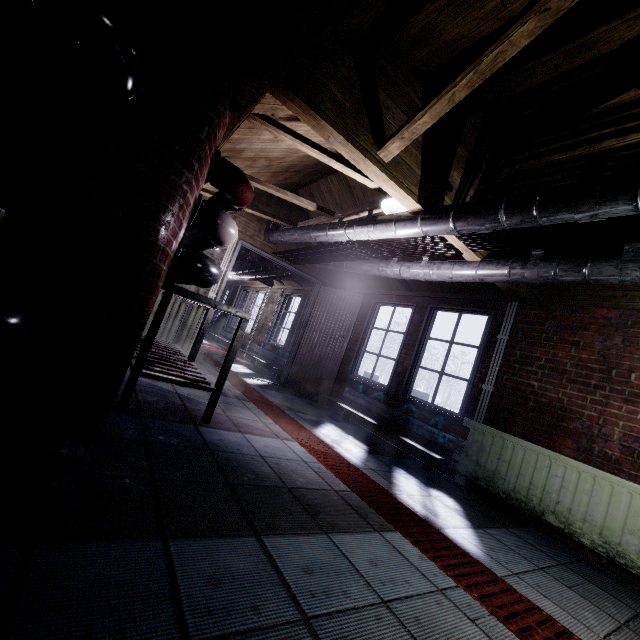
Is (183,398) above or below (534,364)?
below

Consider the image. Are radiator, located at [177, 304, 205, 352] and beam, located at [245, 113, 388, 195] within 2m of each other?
no

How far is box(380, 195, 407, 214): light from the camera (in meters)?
Answer: 2.82

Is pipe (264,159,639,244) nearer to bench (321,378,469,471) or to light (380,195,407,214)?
light (380,195,407,214)

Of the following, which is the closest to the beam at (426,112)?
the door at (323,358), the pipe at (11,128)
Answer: the pipe at (11,128)

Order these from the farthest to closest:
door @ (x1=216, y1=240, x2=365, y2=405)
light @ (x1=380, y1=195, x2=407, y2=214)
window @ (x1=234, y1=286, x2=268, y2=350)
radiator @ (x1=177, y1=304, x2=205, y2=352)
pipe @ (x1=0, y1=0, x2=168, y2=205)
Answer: window @ (x1=234, y1=286, x2=268, y2=350)
door @ (x1=216, y1=240, x2=365, y2=405)
radiator @ (x1=177, y1=304, x2=205, y2=352)
light @ (x1=380, y1=195, x2=407, y2=214)
pipe @ (x1=0, y1=0, x2=168, y2=205)

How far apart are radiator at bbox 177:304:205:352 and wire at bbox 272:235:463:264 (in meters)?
1.34

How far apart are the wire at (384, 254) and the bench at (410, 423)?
1.7m
